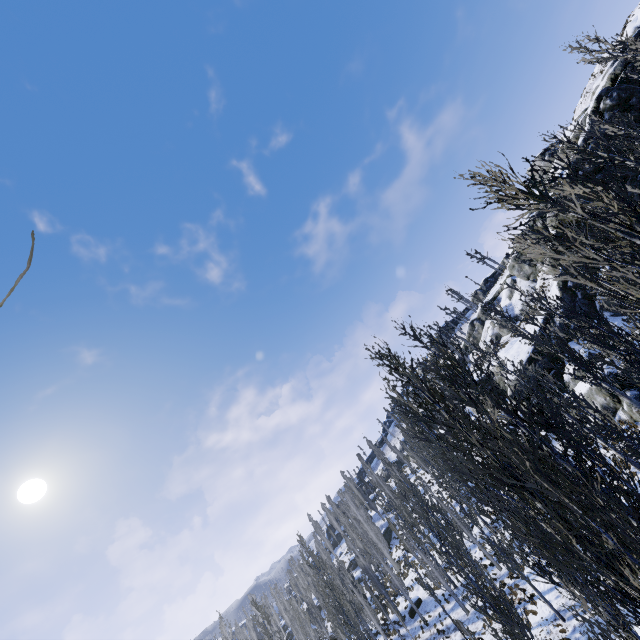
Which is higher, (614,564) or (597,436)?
(614,564)

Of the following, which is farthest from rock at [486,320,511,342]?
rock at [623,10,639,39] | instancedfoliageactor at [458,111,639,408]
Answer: instancedfoliageactor at [458,111,639,408]

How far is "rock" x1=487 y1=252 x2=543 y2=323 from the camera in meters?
48.6

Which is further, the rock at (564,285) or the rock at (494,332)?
the rock at (494,332)

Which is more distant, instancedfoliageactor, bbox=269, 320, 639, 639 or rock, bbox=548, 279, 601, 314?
rock, bbox=548, 279, 601, 314

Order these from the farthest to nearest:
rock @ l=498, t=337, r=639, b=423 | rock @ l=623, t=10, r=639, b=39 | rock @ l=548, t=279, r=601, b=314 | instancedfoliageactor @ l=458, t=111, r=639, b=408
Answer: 1. rock @ l=623, t=10, r=639, b=39
2. rock @ l=548, t=279, r=601, b=314
3. rock @ l=498, t=337, r=639, b=423
4. instancedfoliageactor @ l=458, t=111, r=639, b=408

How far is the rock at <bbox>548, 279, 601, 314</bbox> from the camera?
27.0m
